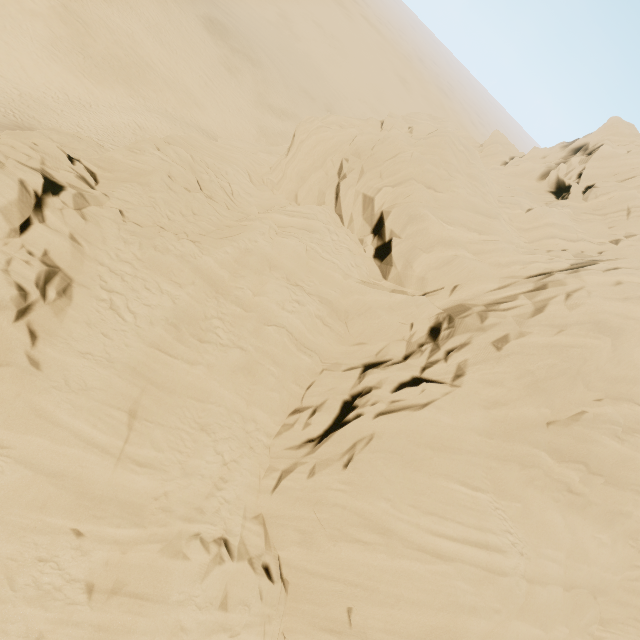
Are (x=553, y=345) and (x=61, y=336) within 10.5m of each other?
no
